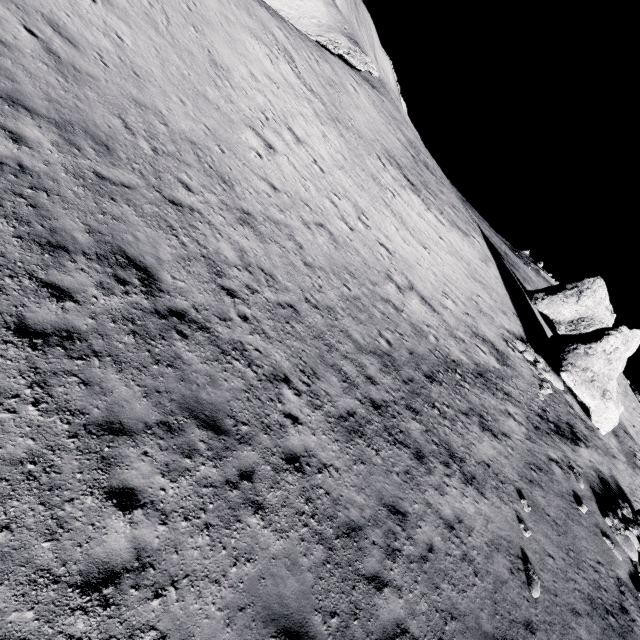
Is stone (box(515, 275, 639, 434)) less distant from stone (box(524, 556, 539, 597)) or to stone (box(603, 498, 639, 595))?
stone (box(603, 498, 639, 595))

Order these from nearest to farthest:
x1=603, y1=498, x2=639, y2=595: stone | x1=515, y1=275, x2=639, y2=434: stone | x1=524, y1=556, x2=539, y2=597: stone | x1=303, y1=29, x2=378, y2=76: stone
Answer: x1=524, y1=556, x2=539, y2=597: stone
x1=603, y1=498, x2=639, y2=595: stone
x1=515, y1=275, x2=639, y2=434: stone
x1=303, y1=29, x2=378, y2=76: stone

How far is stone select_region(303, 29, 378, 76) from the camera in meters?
31.2

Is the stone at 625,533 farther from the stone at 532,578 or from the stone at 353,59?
the stone at 353,59

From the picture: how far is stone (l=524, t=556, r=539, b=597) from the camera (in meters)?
10.27

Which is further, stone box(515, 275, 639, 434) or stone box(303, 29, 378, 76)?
stone box(303, 29, 378, 76)

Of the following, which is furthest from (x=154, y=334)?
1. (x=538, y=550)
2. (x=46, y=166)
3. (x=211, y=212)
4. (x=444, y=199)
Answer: (x=444, y=199)

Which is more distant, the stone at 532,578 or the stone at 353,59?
the stone at 353,59
